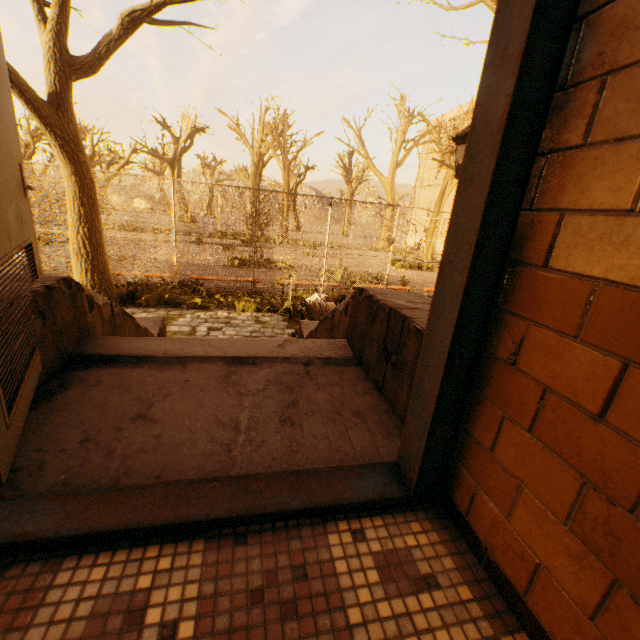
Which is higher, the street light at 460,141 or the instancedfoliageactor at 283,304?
the street light at 460,141

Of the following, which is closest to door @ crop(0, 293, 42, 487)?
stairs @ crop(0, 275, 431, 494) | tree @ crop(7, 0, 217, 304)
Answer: stairs @ crop(0, 275, 431, 494)

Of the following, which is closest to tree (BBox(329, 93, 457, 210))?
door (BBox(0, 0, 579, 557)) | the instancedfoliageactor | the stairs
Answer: the instancedfoliageactor

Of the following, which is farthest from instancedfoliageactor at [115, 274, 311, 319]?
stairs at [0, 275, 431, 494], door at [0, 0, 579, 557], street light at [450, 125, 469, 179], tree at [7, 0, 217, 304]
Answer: door at [0, 0, 579, 557]

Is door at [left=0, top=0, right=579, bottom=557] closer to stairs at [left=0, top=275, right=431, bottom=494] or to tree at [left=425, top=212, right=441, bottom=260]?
stairs at [left=0, top=275, right=431, bottom=494]

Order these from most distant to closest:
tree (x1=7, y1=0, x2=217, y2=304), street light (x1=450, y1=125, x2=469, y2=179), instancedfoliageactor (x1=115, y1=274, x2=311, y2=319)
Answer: instancedfoliageactor (x1=115, y1=274, x2=311, y2=319), tree (x1=7, y1=0, x2=217, y2=304), street light (x1=450, y1=125, x2=469, y2=179)

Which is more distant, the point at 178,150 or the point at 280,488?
the point at 178,150

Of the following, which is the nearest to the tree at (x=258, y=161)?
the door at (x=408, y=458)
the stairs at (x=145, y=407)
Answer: the stairs at (x=145, y=407)
